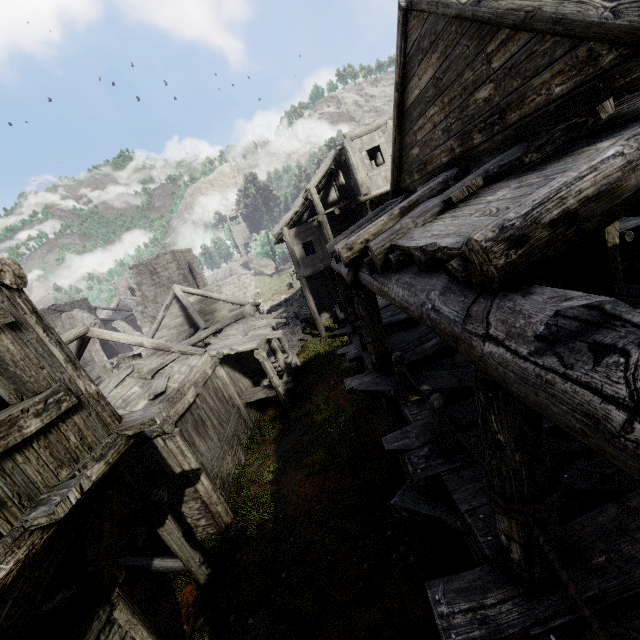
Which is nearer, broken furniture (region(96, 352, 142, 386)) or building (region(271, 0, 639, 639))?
building (region(271, 0, 639, 639))

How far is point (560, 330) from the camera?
1.5 meters

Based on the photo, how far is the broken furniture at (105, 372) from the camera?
15.22m

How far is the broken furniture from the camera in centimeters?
1522cm

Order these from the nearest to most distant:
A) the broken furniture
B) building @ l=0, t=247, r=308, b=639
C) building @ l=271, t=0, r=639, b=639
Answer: building @ l=271, t=0, r=639, b=639, building @ l=0, t=247, r=308, b=639, the broken furniture

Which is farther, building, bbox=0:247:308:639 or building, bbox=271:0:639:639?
building, bbox=0:247:308:639

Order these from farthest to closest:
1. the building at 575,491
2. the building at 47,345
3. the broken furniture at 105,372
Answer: the broken furniture at 105,372, the building at 47,345, the building at 575,491
